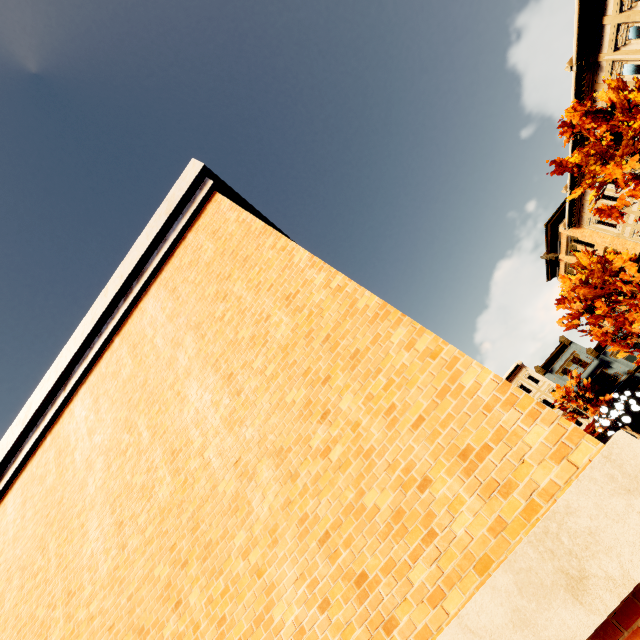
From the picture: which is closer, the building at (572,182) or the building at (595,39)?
A: the building at (595,39)

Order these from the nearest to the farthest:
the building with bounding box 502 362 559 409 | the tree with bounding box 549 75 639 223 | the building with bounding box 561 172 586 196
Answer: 1. the tree with bounding box 549 75 639 223
2. the building with bounding box 561 172 586 196
3. the building with bounding box 502 362 559 409

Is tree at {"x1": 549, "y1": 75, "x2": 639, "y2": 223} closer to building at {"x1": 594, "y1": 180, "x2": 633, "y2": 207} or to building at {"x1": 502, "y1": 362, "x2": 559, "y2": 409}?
building at {"x1": 594, "y1": 180, "x2": 633, "y2": 207}

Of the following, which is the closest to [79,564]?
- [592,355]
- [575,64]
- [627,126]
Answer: [627,126]

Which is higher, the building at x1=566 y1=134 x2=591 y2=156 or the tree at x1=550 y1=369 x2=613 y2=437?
the building at x1=566 y1=134 x2=591 y2=156

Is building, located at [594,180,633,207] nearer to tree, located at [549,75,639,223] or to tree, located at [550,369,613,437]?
tree, located at [549,75,639,223]

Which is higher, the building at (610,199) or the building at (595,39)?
the building at (595,39)

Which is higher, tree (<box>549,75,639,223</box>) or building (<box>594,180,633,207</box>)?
building (<box>594,180,633,207</box>)
